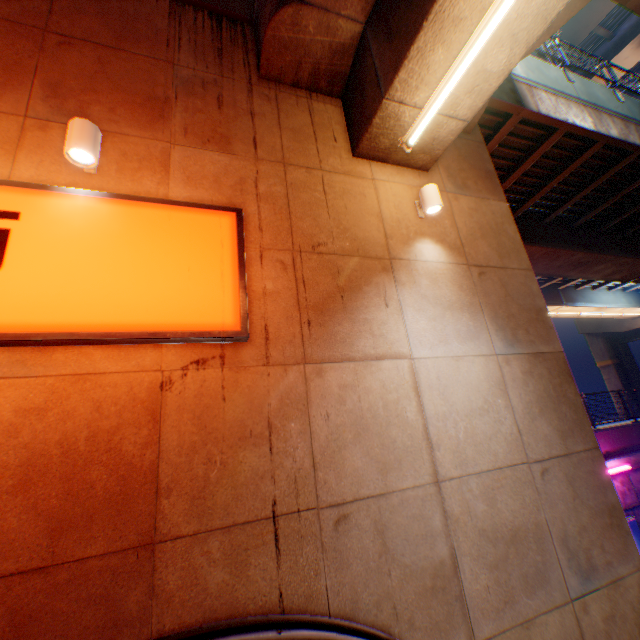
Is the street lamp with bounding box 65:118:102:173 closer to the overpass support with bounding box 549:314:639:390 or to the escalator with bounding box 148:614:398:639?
the overpass support with bounding box 549:314:639:390

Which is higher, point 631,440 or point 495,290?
point 495,290

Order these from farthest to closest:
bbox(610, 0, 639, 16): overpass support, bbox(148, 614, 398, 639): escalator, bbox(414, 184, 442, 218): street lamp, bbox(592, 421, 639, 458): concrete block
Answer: bbox(592, 421, 639, 458): concrete block < bbox(610, 0, 639, 16): overpass support < bbox(414, 184, 442, 218): street lamp < bbox(148, 614, 398, 639): escalator

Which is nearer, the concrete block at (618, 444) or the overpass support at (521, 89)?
the overpass support at (521, 89)

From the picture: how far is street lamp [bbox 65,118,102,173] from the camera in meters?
3.3 m

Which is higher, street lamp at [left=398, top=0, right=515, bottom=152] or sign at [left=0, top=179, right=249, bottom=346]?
street lamp at [left=398, top=0, right=515, bottom=152]

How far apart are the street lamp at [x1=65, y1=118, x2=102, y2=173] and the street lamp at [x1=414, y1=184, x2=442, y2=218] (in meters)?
4.31

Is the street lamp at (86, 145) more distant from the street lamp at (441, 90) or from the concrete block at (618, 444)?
the concrete block at (618, 444)
